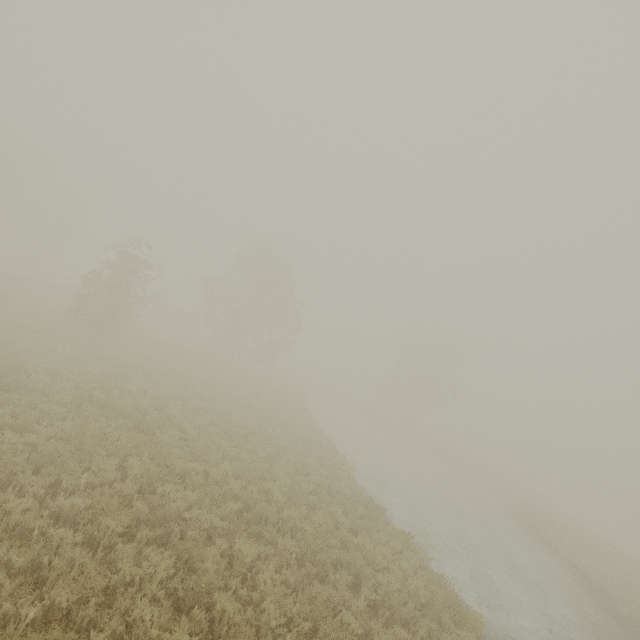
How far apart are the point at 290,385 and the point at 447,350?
24.5m
